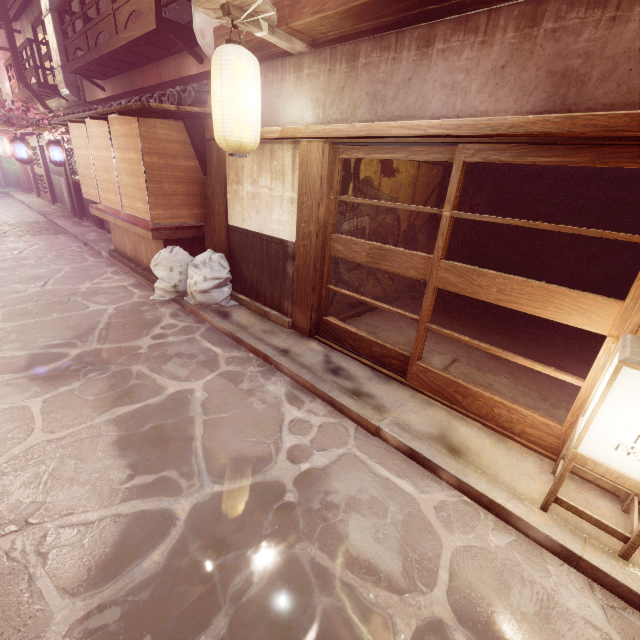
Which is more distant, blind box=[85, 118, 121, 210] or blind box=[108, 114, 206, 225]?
blind box=[85, 118, 121, 210]

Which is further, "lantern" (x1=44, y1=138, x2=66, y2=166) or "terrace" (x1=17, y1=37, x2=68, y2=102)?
A: "terrace" (x1=17, y1=37, x2=68, y2=102)

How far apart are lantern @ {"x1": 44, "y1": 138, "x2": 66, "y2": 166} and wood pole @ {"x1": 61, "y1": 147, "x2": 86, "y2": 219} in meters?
3.6 m

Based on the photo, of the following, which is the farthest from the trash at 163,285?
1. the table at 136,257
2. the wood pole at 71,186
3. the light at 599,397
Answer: the wood pole at 71,186

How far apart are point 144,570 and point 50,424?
3.8m

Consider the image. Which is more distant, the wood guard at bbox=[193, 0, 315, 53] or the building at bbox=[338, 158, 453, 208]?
the building at bbox=[338, 158, 453, 208]

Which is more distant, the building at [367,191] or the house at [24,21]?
the house at [24,21]

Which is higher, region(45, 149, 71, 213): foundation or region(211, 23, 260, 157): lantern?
region(211, 23, 260, 157): lantern
